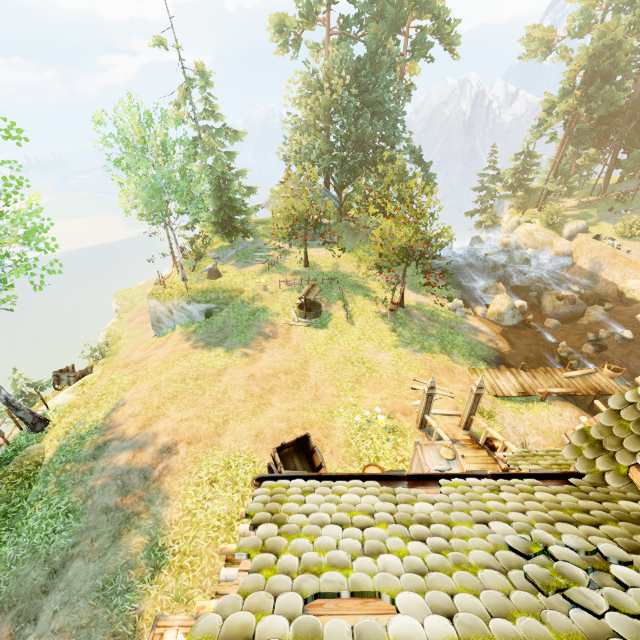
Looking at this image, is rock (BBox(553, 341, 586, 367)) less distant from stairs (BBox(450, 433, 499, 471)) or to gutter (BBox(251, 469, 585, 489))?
stairs (BBox(450, 433, 499, 471))

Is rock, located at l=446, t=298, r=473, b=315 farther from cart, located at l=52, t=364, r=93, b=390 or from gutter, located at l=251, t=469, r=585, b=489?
cart, located at l=52, t=364, r=93, b=390

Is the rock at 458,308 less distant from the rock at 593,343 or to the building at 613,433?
the rock at 593,343

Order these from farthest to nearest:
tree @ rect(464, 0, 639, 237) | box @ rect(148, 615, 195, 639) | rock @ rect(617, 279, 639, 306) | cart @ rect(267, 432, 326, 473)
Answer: tree @ rect(464, 0, 639, 237) → rock @ rect(617, 279, 639, 306) → cart @ rect(267, 432, 326, 473) → box @ rect(148, 615, 195, 639)

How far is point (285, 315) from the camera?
19.8 meters

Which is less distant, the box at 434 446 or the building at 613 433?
the building at 613 433

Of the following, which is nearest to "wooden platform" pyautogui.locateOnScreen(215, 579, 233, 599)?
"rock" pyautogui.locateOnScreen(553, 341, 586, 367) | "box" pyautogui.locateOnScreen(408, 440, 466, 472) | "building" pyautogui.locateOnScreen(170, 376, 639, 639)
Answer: "building" pyautogui.locateOnScreen(170, 376, 639, 639)

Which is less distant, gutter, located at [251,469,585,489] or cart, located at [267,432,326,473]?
gutter, located at [251,469,585,489]
